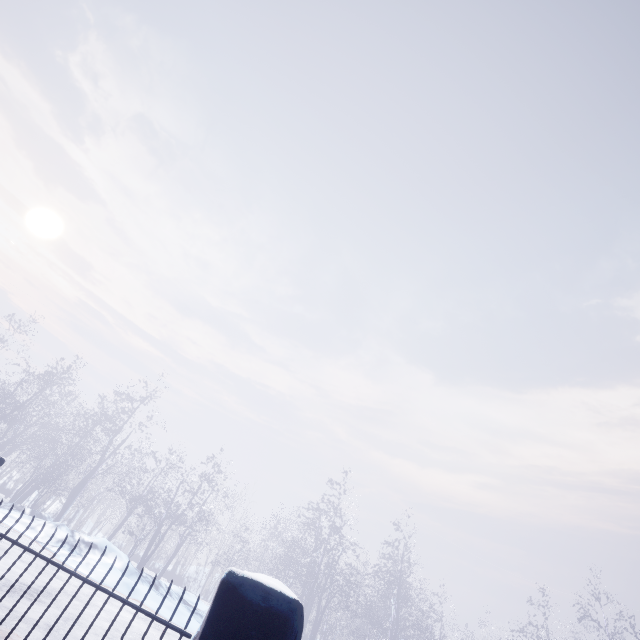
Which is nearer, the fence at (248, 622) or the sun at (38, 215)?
the fence at (248, 622)

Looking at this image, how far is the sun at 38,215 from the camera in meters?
46.4 m

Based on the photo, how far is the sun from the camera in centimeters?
4638cm

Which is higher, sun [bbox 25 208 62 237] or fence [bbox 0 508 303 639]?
sun [bbox 25 208 62 237]

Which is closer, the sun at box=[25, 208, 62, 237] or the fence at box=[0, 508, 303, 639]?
the fence at box=[0, 508, 303, 639]

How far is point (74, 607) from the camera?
4.50m
